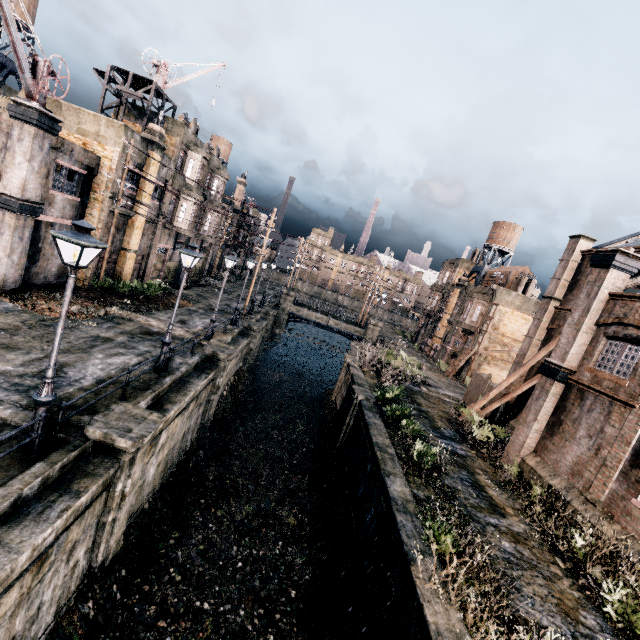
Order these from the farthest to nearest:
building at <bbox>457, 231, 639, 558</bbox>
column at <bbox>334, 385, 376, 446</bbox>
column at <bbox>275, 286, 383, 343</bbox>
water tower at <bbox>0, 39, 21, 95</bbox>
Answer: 1. column at <bbox>275, 286, 383, 343</bbox>
2. water tower at <bbox>0, 39, 21, 95</bbox>
3. column at <bbox>334, 385, 376, 446</bbox>
4. building at <bbox>457, 231, 639, 558</bbox>

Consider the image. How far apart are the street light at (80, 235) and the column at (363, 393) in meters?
15.5 m

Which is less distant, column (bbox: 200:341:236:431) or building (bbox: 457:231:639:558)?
building (bbox: 457:231:639:558)

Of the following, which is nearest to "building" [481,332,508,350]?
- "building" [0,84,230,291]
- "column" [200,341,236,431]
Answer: "column" [200,341,236,431]

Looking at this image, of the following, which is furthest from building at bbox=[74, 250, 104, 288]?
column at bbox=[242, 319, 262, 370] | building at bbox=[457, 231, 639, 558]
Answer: building at bbox=[457, 231, 639, 558]

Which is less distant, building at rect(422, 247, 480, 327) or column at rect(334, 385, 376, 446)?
column at rect(334, 385, 376, 446)

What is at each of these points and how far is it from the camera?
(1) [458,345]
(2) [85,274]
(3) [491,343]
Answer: (1) building, 44.1 meters
(2) building, 21.3 meters
(3) building, 38.7 meters

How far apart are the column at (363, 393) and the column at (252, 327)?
9.4m
